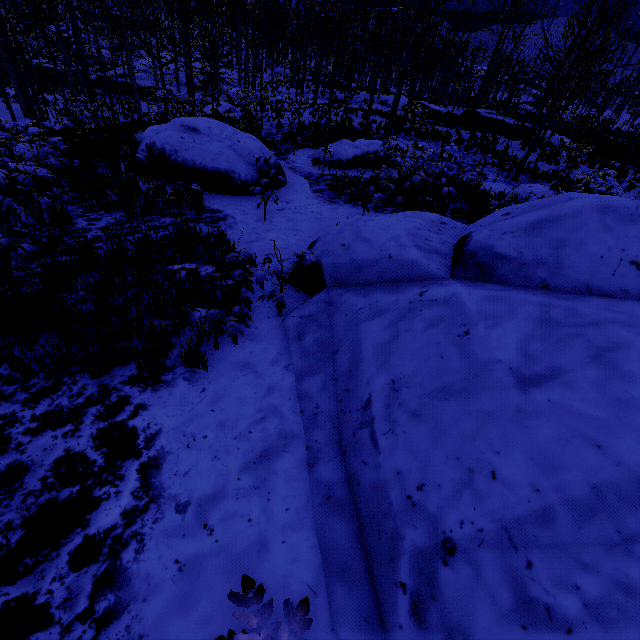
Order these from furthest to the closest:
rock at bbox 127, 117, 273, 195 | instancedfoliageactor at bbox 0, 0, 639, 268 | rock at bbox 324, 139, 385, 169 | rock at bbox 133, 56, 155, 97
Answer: rock at bbox 133, 56, 155, 97
rock at bbox 324, 139, 385, 169
rock at bbox 127, 117, 273, 195
instancedfoliageactor at bbox 0, 0, 639, 268

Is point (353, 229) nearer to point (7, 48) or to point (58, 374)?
point (58, 374)

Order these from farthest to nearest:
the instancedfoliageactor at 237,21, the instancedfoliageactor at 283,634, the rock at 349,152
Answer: the rock at 349,152
the instancedfoliageactor at 237,21
the instancedfoliageactor at 283,634

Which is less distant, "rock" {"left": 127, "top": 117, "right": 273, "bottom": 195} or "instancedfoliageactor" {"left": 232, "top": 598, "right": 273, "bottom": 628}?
"instancedfoliageactor" {"left": 232, "top": 598, "right": 273, "bottom": 628}

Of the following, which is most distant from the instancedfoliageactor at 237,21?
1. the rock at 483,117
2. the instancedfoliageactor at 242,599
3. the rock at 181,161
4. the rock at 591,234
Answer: the instancedfoliageactor at 242,599

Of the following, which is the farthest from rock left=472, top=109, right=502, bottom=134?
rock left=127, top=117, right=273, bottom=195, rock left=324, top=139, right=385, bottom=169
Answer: rock left=127, top=117, right=273, bottom=195

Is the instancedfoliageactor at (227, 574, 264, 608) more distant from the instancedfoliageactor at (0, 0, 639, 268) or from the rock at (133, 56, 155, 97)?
the rock at (133, 56, 155, 97)

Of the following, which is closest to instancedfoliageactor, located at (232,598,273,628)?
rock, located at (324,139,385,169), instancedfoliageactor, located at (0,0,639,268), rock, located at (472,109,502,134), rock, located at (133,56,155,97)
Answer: rock, located at (324,139,385,169)
